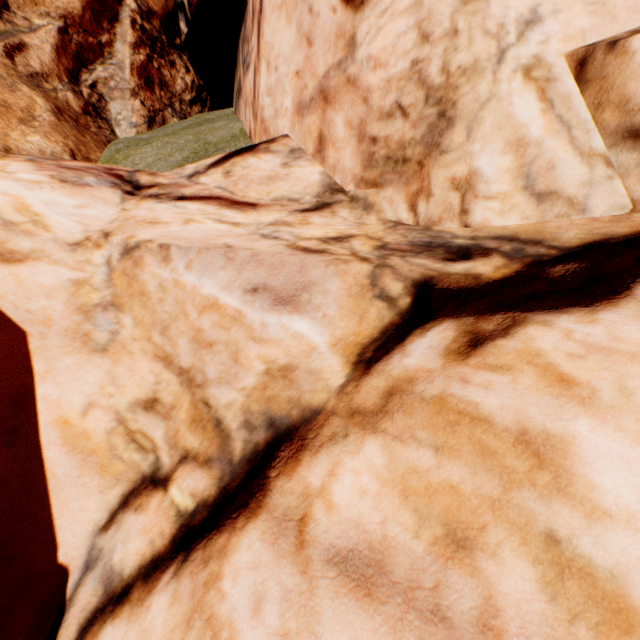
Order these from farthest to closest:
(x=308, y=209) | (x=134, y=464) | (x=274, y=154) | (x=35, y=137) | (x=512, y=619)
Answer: (x=35, y=137)
(x=274, y=154)
(x=308, y=209)
(x=134, y=464)
(x=512, y=619)
